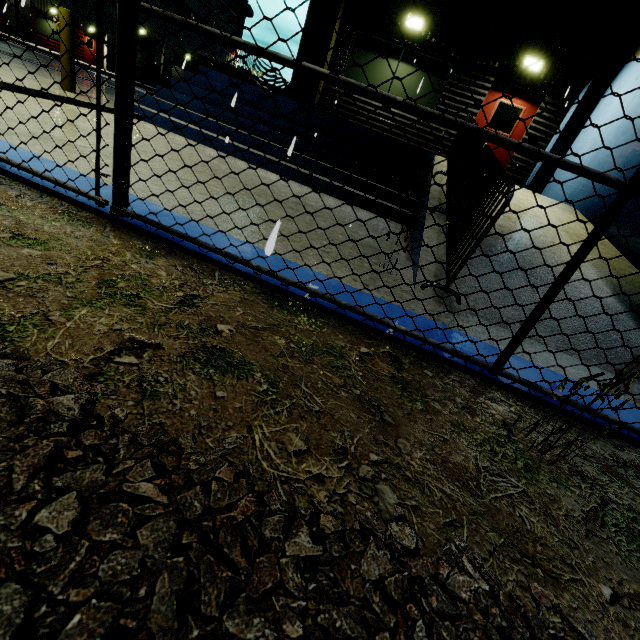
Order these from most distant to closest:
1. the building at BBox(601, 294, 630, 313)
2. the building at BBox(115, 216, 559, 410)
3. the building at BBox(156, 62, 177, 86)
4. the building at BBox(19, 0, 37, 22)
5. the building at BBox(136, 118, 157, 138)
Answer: the building at BBox(19, 0, 37, 22), the building at BBox(156, 62, 177, 86), the building at BBox(136, 118, 157, 138), the building at BBox(601, 294, 630, 313), the building at BBox(115, 216, 559, 410)

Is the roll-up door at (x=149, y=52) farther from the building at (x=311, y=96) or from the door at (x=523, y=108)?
the door at (x=523, y=108)

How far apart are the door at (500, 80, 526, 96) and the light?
2.5 meters

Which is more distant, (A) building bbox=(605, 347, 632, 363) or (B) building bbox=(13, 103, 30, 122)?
(B) building bbox=(13, 103, 30, 122)

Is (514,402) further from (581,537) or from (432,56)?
(432,56)

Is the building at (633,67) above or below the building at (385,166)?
above

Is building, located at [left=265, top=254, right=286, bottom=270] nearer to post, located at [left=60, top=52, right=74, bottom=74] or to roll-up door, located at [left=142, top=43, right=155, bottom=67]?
roll-up door, located at [left=142, top=43, right=155, bottom=67]
